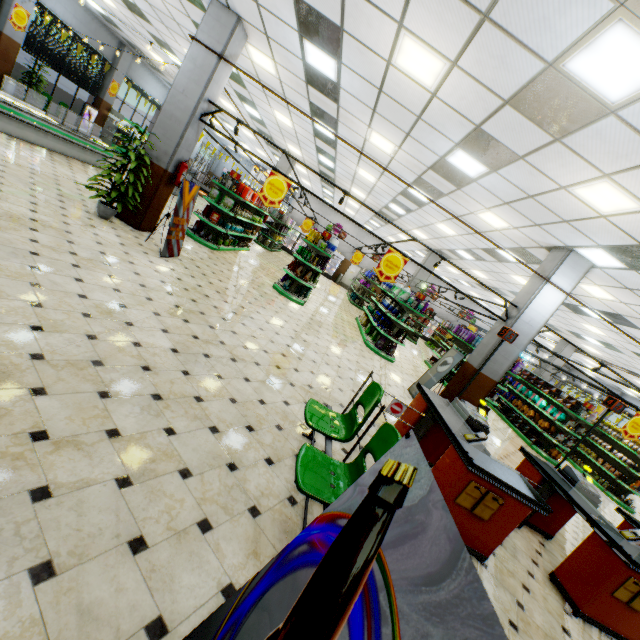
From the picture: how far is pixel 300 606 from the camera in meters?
0.9

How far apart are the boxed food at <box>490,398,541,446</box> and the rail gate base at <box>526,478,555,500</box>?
8.4m

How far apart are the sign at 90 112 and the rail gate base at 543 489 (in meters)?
21.30

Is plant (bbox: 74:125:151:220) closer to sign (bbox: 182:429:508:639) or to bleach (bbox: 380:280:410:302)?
sign (bbox: 182:429:508:639)

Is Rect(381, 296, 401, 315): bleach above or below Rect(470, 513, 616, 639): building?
above

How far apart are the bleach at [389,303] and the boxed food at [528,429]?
7.0m

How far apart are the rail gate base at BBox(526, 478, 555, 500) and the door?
23.6m

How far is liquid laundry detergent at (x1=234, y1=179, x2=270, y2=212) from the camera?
10.4m
